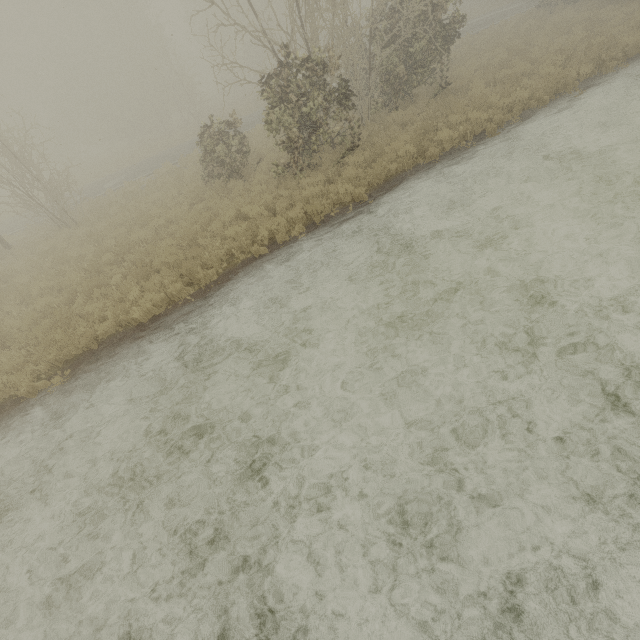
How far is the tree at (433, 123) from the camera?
10.8m

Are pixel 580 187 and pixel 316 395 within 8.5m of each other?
yes

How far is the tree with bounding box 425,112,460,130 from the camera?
10.8m
